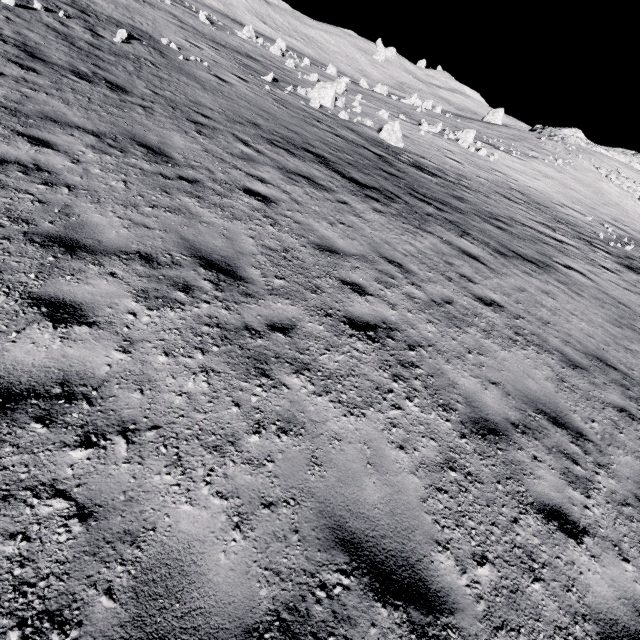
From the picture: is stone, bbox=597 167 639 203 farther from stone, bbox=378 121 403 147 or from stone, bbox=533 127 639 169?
stone, bbox=378 121 403 147

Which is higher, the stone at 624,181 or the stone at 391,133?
the stone at 624,181

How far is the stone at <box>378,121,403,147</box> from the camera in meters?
20.8 m

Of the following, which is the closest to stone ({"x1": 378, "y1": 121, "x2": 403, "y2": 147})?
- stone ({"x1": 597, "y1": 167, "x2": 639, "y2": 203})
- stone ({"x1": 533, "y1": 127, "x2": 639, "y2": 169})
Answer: stone ({"x1": 597, "y1": 167, "x2": 639, "y2": 203})

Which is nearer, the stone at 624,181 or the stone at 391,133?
the stone at 391,133

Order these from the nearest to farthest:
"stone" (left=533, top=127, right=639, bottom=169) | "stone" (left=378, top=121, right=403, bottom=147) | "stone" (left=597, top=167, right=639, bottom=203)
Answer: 1. "stone" (left=378, top=121, right=403, bottom=147)
2. "stone" (left=597, top=167, right=639, bottom=203)
3. "stone" (left=533, top=127, right=639, bottom=169)

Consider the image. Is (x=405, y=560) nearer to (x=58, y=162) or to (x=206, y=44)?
(x=58, y=162)

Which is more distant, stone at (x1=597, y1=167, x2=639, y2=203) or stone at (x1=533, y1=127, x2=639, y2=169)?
stone at (x1=533, y1=127, x2=639, y2=169)
